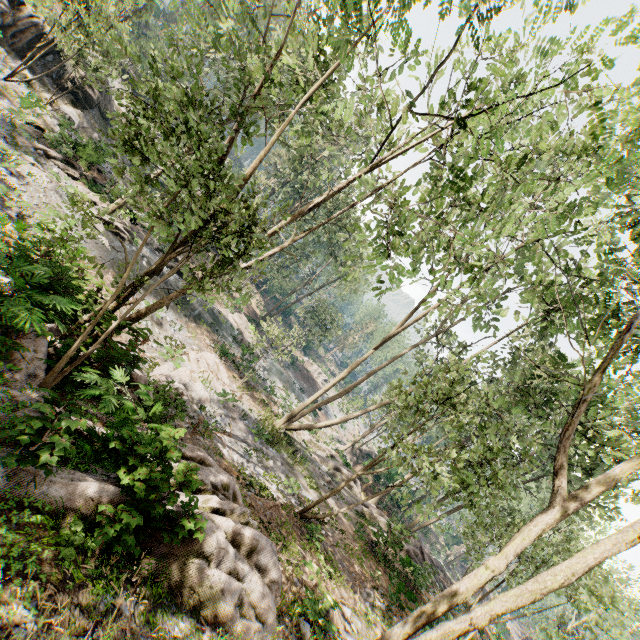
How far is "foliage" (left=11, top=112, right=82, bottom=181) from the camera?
18.4 meters

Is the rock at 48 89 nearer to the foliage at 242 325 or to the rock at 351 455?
the foliage at 242 325

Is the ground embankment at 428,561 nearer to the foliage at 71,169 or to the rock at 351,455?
the foliage at 71,169

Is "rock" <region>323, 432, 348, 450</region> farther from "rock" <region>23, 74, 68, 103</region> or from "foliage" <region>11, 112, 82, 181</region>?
"rock" <region>23, 74, 68, 103</region>

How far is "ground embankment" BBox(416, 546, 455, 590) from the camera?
16.8m

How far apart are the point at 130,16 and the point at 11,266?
26.1 meters

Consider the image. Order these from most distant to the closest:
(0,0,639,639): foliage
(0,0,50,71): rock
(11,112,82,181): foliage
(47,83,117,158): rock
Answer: (47,83,117,158): rock < (0,0,50,71): rock < (11,112,82,181): foliage < (0,0,639,639): foliage
